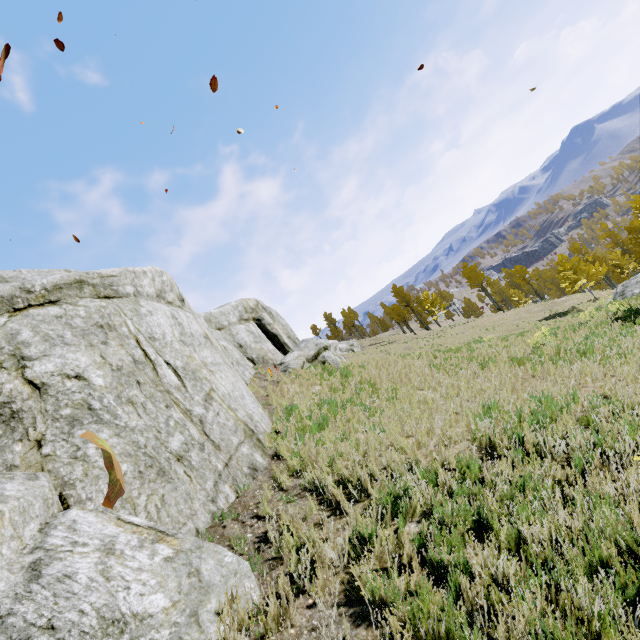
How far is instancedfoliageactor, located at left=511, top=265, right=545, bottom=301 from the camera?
45.11m

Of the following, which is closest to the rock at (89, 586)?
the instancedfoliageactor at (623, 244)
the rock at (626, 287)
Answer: the instancedfoliageactor at (623, 244)

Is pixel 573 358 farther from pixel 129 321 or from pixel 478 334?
pixel 478 334

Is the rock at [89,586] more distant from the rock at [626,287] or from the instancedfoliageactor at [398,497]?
the rock at [626,287]

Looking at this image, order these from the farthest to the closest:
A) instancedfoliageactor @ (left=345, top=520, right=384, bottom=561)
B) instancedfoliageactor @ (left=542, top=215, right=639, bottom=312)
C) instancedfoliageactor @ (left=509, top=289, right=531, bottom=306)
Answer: instancedfoliageactor @ (left=509, top=289, right=531, bottom=306) < instancedfoliageactor @ (left=542, top=215, right=639, bottom=312) < instancedfoliageactor @ (left=345, top=520, right=384, bottom=561)

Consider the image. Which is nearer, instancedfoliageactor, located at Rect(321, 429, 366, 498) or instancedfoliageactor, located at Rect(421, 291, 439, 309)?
instancedfoliageactor, located at Rect(321, 429, 366, 498)

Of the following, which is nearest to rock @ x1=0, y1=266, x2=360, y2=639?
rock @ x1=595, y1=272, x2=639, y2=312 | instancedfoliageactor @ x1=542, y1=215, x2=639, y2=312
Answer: instancedfoliageactor @ x1=542, y1=215, x2=639, y2=312
